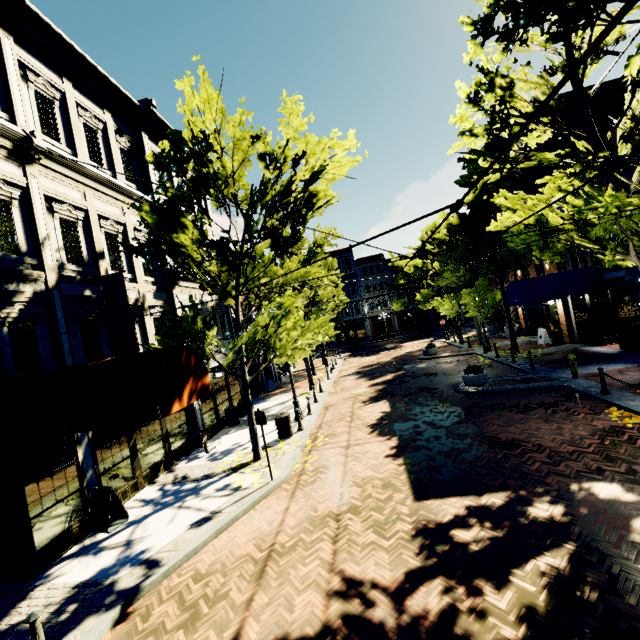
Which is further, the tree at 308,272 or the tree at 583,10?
the tree at 308,272

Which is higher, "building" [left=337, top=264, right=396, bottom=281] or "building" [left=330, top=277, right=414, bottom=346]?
"building" [left=337, top=264, right=396, bottom=281]

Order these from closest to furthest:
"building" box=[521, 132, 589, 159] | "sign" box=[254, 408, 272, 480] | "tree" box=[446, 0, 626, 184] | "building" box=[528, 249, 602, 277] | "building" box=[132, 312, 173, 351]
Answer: "tree" box=[446, 0, 626, 184], "sign" box=[254, 408, 272, 480], "building" box=[132, 312, 173, 351], "building" box=[528, 249, 602, 277], "building" box=[521, 132, 589, 159]

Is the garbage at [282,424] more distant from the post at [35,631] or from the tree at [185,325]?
the post at [35,631]

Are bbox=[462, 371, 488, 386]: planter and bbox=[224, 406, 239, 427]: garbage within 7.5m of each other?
no

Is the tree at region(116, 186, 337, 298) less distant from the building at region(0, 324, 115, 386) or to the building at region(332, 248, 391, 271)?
the building at region(332, 248, 391, 271)

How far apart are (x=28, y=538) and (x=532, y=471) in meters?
11.1 m

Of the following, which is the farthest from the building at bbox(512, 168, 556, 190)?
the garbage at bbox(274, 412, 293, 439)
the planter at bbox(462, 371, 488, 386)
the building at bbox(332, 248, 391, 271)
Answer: the planter at bbox(462, 371, 488, 386)
